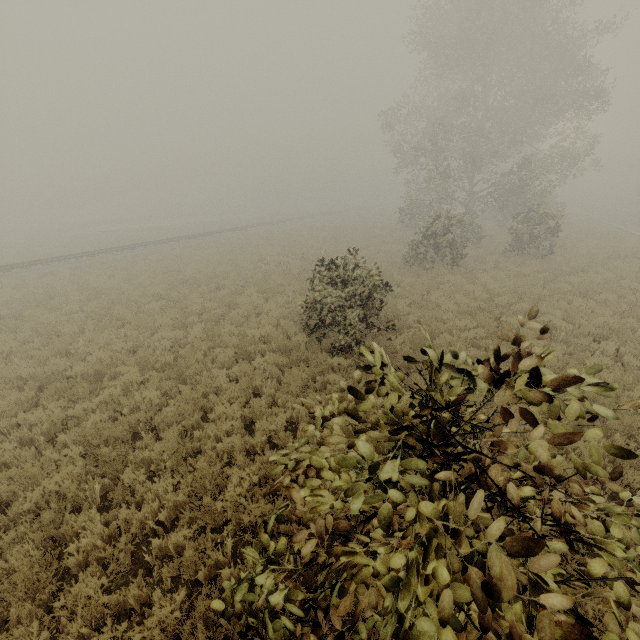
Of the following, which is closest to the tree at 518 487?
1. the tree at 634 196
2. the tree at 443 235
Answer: the tree at 443 235

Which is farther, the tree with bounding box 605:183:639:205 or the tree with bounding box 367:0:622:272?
the tree with bounding box 605:183:639:205

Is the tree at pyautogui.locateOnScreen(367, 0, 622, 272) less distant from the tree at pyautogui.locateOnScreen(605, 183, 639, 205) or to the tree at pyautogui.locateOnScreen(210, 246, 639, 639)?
the tree at pyautogui.locateOnScreen(210, 246, 639, 639)

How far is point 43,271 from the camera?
21.7 meters

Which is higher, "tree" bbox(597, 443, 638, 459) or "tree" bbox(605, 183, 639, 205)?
"tree" bbox(597, 443, 638, 459)

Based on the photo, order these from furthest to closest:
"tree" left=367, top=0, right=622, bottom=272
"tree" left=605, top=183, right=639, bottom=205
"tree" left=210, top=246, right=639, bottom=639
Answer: "tree" left=605, top=183, right=639, bottom=205 < "tree" left=367, top=0, right=622, bottom=272 < "tree" left=210, top=246, right=639, bottom=639

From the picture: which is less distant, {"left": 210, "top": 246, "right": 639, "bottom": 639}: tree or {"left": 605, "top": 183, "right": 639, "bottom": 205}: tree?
{"left": 210, "top": 246, "right": 639, "bottom": 639}: tree
